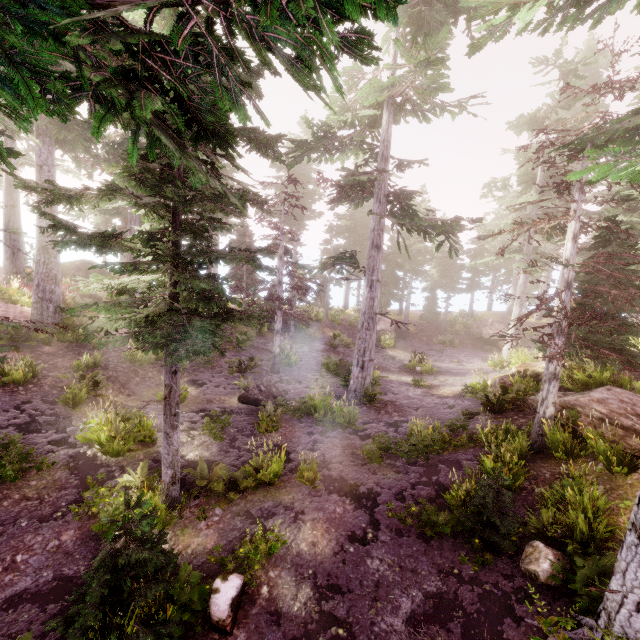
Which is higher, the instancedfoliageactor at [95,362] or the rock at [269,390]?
the instancedfoliageactor at [95,362]

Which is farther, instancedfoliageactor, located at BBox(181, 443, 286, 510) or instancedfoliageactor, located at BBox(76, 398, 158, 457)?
instancedfoliageactor, located at BBox(76, 398, 158, 457)

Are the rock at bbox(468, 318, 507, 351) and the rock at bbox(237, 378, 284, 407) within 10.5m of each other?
no

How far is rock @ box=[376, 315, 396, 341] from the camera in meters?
27.6 m

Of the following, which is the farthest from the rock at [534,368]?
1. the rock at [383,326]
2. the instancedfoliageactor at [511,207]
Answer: the rock at [383,326]

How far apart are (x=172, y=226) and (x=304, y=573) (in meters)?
7.79

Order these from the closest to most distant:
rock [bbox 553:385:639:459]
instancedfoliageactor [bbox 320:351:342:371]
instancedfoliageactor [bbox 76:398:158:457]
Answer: rock [bbox 553:385:639:459], instancedfoliageactor [bbox 76:398:158:457], instancedfoliageactor [bbox 320:351:342:371]

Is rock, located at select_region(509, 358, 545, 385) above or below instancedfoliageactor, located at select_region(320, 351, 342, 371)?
above
